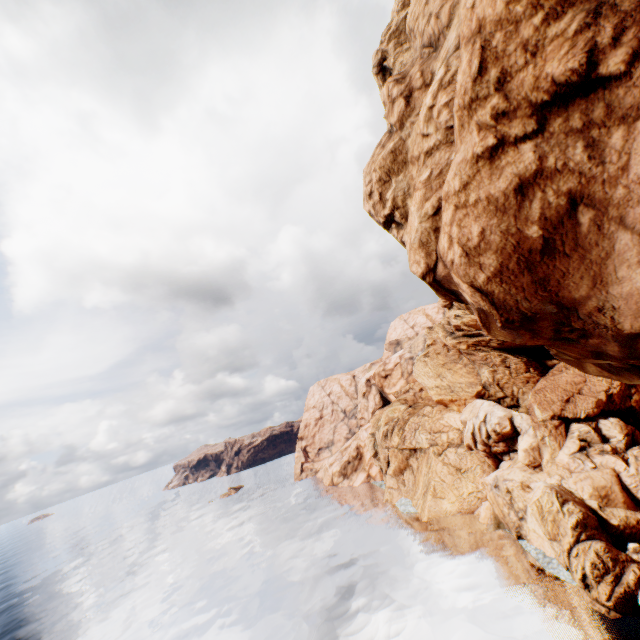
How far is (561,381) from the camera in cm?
3756
